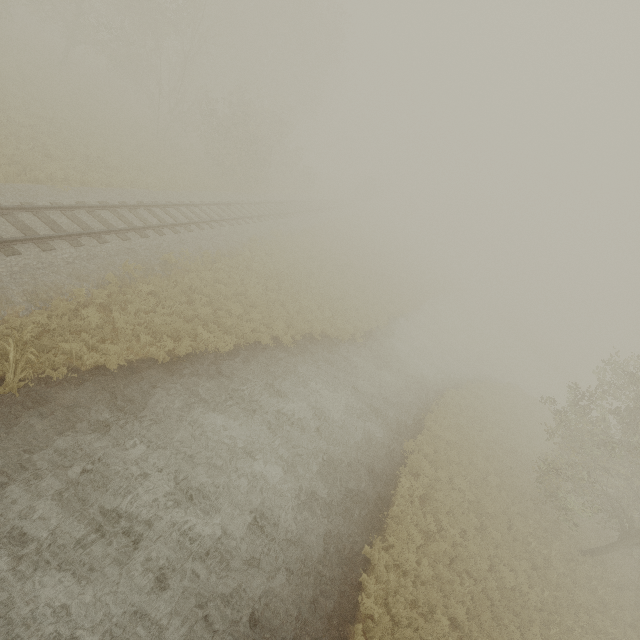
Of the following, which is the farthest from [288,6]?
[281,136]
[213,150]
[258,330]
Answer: [258,330]

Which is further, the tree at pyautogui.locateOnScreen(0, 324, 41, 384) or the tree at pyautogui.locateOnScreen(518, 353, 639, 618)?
the tree at pyautogui.locateOnScreen(518, 353, 639, 618)

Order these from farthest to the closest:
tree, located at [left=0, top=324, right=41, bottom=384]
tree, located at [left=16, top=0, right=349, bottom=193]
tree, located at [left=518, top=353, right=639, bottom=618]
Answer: tree, located at [left=16, top=0, right=349, bottom=193]
tree, located at [left=518, top=353, right=639, bottom=618]
tree, located at [left=0, top=324, right=41, bottom=384]

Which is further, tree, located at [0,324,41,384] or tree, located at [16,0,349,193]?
tree, located at [16,0,349,193]

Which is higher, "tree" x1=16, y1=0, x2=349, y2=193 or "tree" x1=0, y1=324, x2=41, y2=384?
"tree" x1=16, y1=0, x2=349, y2=193

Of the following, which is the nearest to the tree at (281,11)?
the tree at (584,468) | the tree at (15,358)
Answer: the tree at (584,468)

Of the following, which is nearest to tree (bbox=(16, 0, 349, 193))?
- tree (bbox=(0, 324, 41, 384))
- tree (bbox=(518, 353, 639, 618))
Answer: tree (bbox=(518, 353, 639, 618))
